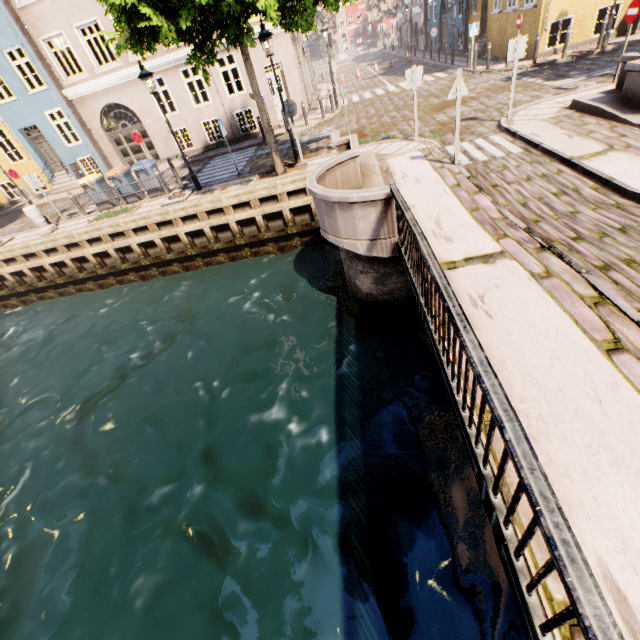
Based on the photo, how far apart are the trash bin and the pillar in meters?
2.7 m

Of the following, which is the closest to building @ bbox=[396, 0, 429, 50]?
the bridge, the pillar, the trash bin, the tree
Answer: the tree

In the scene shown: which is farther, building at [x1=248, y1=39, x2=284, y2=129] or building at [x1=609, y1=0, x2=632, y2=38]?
building at [x1=248, y1=39, x2=284, y2=129]

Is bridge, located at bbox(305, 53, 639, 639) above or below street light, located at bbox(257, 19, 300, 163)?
below

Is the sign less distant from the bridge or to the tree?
the bridge

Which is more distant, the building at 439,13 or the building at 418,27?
the building at 418,27

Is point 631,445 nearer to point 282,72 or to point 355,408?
point 355,408

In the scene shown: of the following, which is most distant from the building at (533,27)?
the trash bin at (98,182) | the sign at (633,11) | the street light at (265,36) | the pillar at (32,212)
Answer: the pillar at (32,212)
